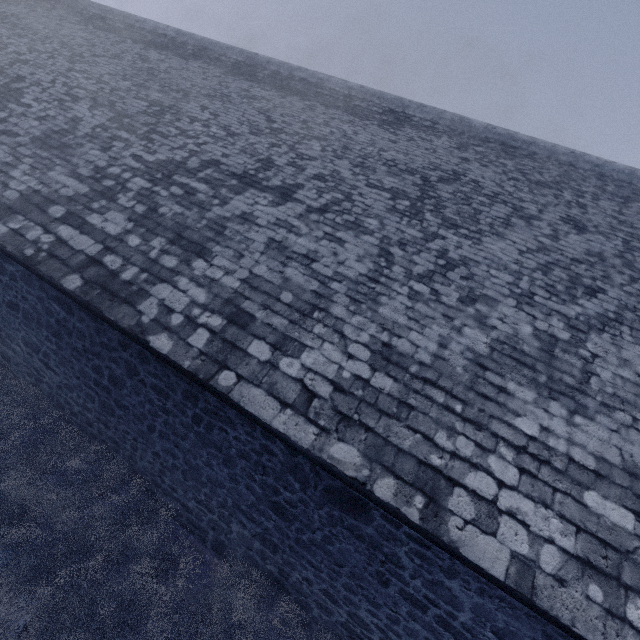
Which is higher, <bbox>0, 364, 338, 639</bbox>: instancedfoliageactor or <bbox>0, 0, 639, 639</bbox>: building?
<bbox>0, 0, 639, 639</bbox>: building

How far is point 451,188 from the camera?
7.0 meters

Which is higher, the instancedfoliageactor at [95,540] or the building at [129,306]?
the building at [129,306]
